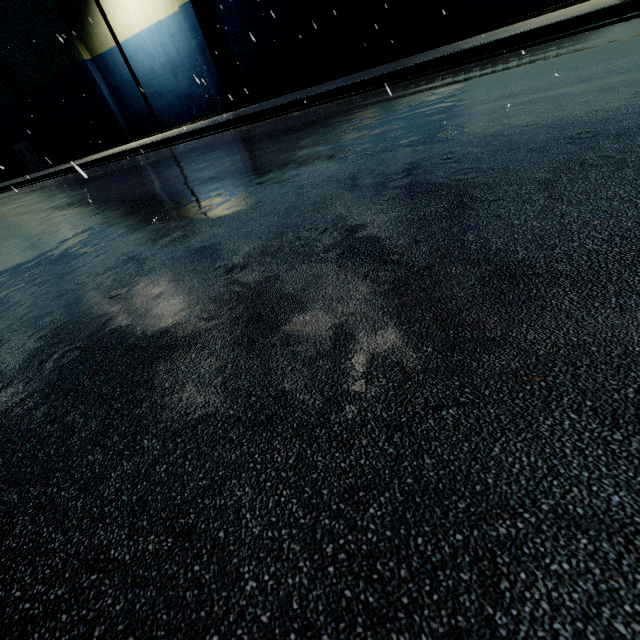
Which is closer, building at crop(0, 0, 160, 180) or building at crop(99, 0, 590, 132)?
building at crop(99, 0, 590, 132)

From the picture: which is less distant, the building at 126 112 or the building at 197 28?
the building at 197 28

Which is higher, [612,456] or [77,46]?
[77,46]
